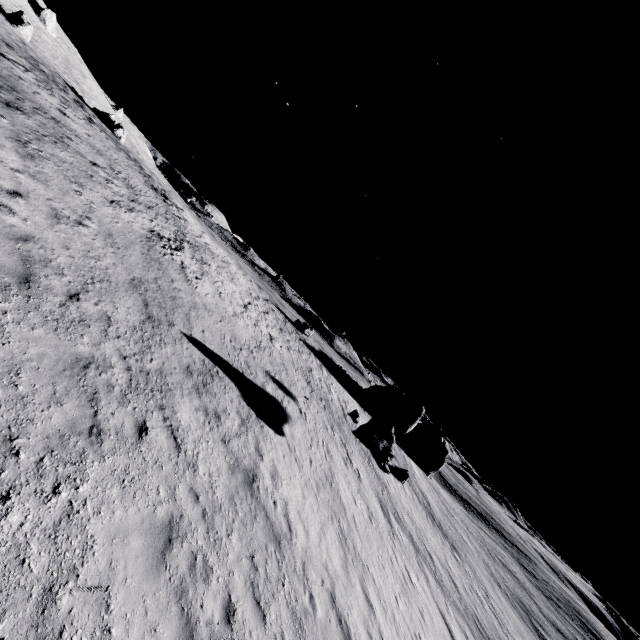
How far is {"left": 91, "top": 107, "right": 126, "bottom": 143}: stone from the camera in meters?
46.8

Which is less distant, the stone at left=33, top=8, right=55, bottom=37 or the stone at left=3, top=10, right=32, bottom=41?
the stone at left=3, top=10, right=32, bottom=41

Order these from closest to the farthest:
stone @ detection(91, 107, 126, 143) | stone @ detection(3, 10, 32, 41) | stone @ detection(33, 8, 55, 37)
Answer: stone @ detection(3, 10, 32, 41) < stone @ detection(91, 107, 126, 143) < stone @ detection(33, 8, 55, 37)

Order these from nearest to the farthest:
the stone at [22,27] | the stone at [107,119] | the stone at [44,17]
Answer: the stone at [22,27]
the stone at [107,119]
the stone at [44,17]

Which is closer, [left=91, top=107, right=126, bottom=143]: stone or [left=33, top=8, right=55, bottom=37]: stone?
[left=91, top=107, right=126, bottom=143]: stone

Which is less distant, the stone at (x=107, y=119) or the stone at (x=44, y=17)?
the stone at (x=107, y=119)

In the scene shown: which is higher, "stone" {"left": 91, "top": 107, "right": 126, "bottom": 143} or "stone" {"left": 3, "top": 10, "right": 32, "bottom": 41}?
"stone" {"left": 3, "top": 10, "right": 32, "bottom": 41}

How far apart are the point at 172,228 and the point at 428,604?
26.3m
